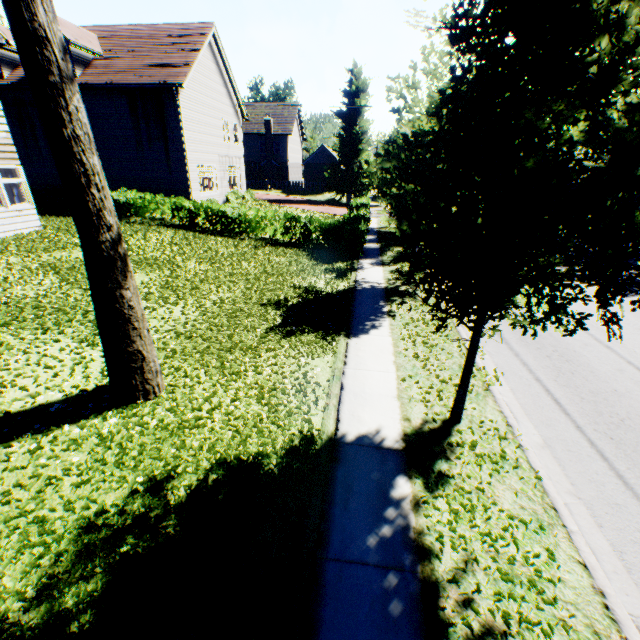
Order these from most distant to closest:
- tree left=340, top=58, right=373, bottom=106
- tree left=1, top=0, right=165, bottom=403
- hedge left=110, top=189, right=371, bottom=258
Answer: tree left=340, top=58, right=373, bottom=106, hedge left=110, top=189, right=371, bottom=258, tree left=1, top=0, right=165, bottom=403

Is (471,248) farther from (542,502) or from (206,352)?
(206,352)

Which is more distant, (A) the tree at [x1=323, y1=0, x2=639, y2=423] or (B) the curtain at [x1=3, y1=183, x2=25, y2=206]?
(B) the curtain at [x1=3, y1=183, x2=25, y2=206]

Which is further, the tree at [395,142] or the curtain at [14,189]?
the curtain at [14,189]

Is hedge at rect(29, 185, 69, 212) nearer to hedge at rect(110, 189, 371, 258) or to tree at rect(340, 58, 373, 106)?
hedge at rect(110, 189, 371, 258)

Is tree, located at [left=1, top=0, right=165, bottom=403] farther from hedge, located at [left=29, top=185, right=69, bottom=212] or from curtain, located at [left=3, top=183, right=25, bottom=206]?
hedge, located at [left=29, top=185, right=69, bottom=212]

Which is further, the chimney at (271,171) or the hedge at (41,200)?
the chimney at (271,171)

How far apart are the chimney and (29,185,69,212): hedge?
30.2 meters
